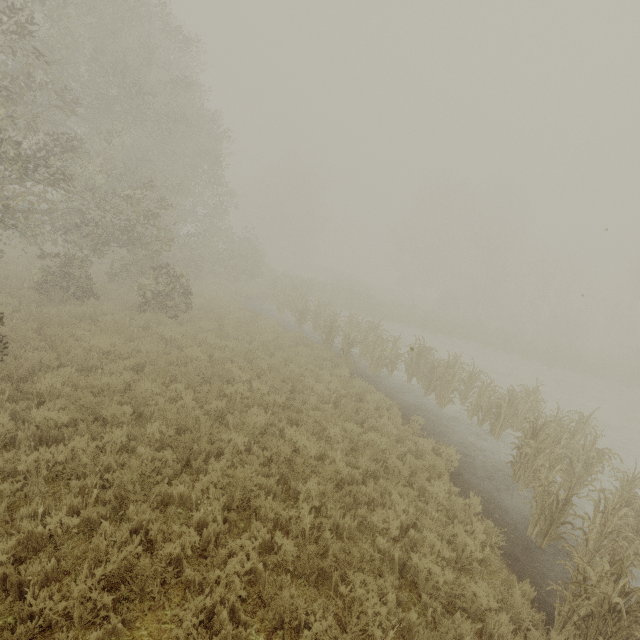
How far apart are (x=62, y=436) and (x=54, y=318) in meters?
6.3
